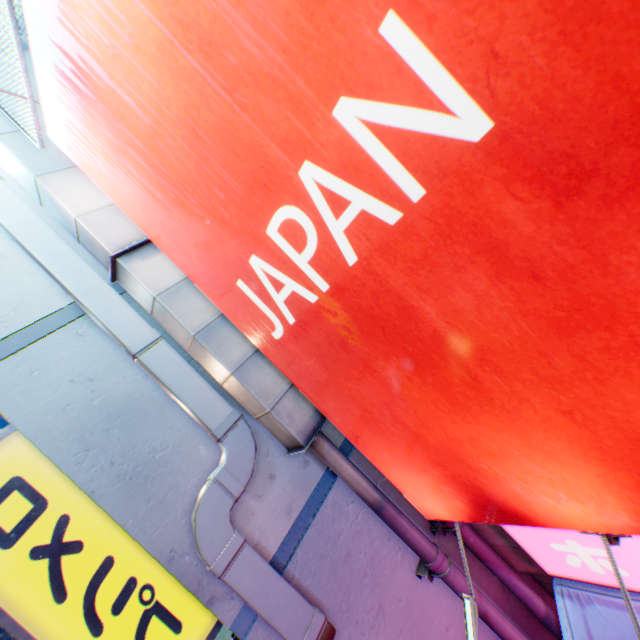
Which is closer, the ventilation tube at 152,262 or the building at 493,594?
the ventilation tube at 152,262

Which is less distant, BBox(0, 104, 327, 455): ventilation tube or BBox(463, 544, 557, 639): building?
BBox(0, 104, 327, 455): ventilation tube

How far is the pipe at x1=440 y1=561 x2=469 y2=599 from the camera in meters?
3.3 m

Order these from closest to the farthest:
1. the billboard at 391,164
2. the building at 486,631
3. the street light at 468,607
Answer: the billboard at 391,164 < the street light at 468,607 < the building at 486,631

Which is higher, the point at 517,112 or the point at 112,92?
the point at 112,92

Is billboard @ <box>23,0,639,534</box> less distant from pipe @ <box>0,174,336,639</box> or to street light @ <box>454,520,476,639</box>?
street light @ <box>454,520,476,639</box>

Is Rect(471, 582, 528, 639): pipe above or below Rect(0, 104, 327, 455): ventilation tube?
below

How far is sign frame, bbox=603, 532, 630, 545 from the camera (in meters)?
1.91
